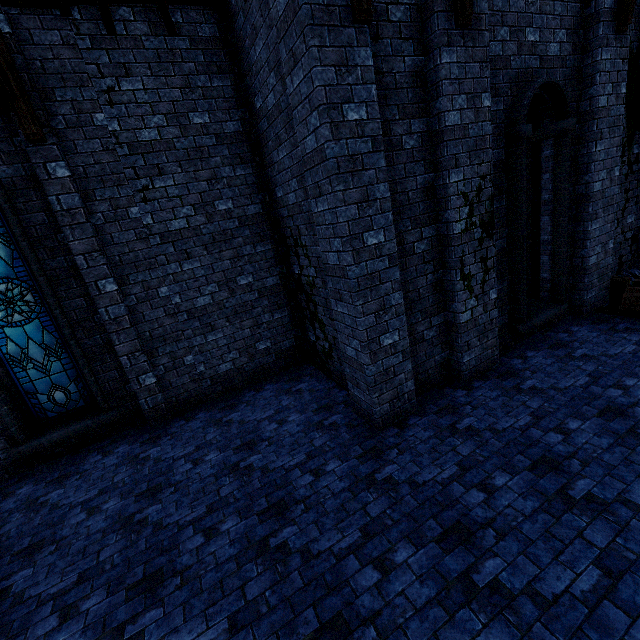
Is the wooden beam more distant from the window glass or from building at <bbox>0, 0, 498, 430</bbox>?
the window glass

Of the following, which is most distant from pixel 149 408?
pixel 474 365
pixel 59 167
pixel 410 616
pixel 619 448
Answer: pixel 619 448

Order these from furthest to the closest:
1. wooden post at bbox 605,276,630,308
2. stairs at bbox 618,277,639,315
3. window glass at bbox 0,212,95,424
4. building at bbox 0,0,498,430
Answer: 1. wooden post at bbox 605,276,630,308
2. stairs at bbox 618,277,639,315
3. window glass at bbox 0,212,95,424
4. building at bbox 0,0,498,430

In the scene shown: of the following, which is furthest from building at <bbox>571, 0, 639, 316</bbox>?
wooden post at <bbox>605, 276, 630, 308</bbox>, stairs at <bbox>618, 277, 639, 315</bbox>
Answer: stairs at <bbox>618, 277, 639, 315</bbox>

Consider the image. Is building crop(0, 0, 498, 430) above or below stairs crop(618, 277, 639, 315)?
above

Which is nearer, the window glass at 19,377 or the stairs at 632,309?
the window glass at 19,377

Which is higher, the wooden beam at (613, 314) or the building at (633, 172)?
the building at (633, 172)

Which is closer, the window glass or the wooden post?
the window glass
